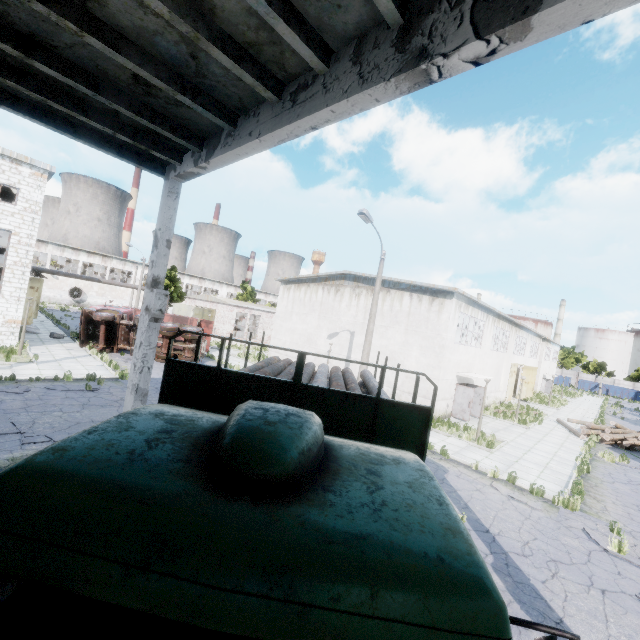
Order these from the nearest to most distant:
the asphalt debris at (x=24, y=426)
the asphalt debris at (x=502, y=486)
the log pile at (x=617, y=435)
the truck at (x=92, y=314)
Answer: the asphalt debris at (x=24, y=426) → the asphalt debris at (x=502, y=486) → the log pile at (x=617, y=435) → the truck at (x=92, y=314)

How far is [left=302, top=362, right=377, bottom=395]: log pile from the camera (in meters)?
6.18

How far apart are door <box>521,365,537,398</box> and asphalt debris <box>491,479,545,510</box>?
28.5m

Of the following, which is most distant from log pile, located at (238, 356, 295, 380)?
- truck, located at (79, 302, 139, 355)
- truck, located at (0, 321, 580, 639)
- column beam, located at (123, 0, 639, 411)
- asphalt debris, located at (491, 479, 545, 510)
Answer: truck, located at (79, 302, 139, 355)

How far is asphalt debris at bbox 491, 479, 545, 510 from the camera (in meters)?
10.60

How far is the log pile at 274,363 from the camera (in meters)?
6.21

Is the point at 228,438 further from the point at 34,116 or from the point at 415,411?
the point at 34,116

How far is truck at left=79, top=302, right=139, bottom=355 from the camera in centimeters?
2239cm
